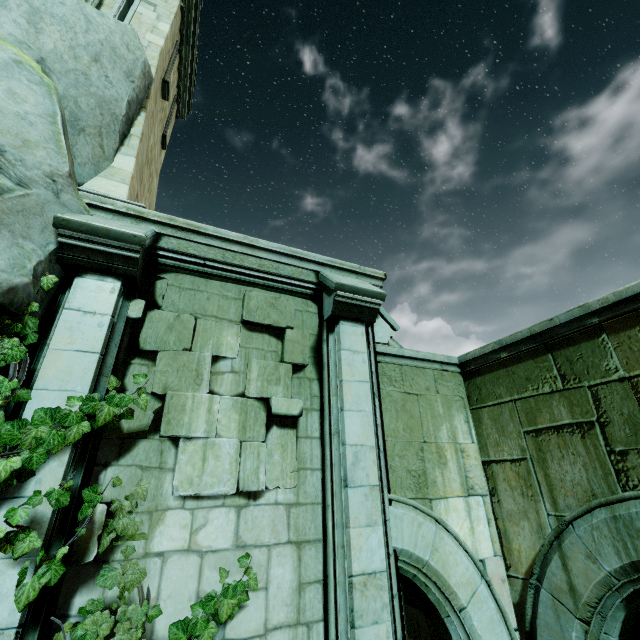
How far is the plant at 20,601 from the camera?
2.6 meters

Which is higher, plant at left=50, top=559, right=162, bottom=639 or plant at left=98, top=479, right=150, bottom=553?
plant at left=98, top=479, right=150, bottom=553

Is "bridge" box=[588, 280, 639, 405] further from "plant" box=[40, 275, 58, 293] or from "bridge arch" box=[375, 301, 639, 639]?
"plant" box=[40, 275, 58, 293]

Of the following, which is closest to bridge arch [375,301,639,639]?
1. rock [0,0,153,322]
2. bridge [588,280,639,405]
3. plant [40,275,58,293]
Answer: bridge [588,280,639,405]

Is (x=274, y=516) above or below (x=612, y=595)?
above

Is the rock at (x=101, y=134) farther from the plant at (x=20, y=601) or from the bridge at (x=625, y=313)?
the bridge at (x=625, y=313)

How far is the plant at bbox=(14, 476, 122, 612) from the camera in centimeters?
261cm

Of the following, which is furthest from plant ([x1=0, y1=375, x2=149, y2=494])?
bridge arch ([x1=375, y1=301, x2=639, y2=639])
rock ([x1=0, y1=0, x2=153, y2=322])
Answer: bridge arch ([x1=375, y1=301, x2=639, y2=639])
